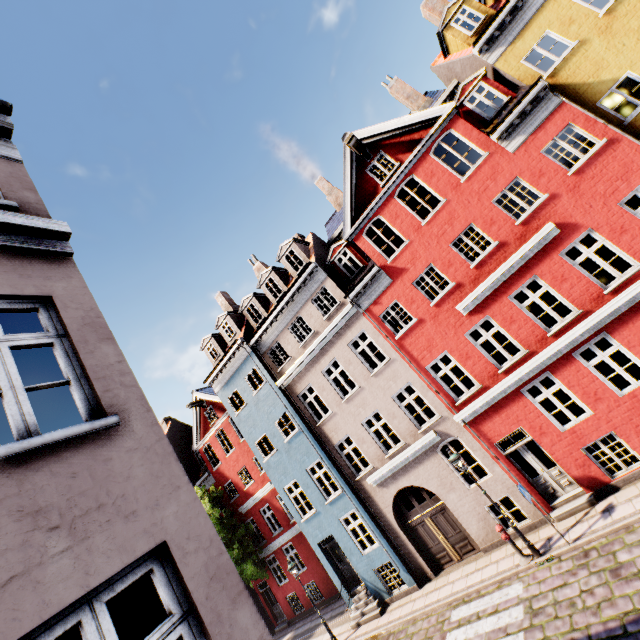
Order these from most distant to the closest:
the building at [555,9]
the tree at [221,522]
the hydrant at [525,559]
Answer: the tree at [221,522] < the hydrant at [525,559] < the building at [555,9]

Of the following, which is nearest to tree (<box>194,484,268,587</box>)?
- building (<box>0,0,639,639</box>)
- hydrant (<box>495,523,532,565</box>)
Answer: building (<box>0,0,639,639</box>)

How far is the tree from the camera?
19.2m

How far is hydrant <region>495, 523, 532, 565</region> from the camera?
10.1m

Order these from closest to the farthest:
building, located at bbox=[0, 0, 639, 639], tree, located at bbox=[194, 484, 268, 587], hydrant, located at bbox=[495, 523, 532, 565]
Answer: building, located at bbox=[0, 0, 639, 639] → hydrant, located at bbox=[495, 523, 532, 565] → tree, located at bbox=[194, 484, 268, 587]

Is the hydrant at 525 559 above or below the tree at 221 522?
below

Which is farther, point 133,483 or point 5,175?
point 5,175

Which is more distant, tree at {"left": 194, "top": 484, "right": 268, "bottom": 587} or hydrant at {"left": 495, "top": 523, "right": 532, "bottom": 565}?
tree at {"left": 194, "top": 484, "right": 268, "bottom": 587}
